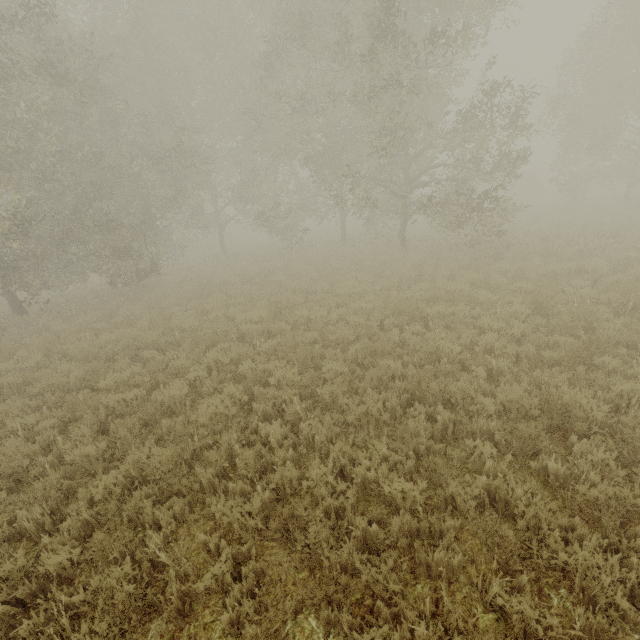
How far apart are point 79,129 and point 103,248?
5.1 meters
